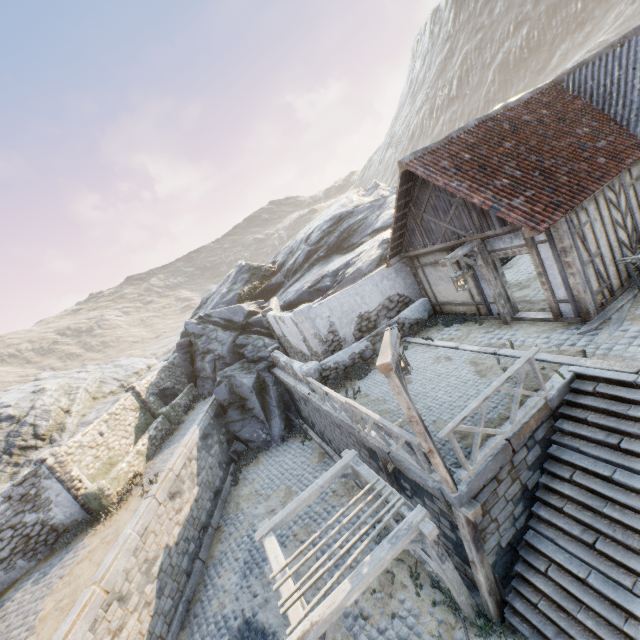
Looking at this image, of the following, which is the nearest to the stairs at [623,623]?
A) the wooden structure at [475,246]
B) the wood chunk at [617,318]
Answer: the wood chunk at [617,318]

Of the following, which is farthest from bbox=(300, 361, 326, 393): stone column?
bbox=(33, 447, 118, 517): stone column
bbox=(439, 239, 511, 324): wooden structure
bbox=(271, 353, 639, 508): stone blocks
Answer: bbox=(33, 447, 118, 517): stone column

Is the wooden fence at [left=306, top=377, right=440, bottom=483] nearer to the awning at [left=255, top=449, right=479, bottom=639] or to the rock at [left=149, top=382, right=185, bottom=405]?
the awning at [left=255, top=449, right=479, bottom=639]

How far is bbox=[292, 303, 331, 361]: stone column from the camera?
12.6 meters

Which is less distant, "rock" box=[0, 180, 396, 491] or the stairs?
the stairs

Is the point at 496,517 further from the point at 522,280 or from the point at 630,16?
the point at 630,16

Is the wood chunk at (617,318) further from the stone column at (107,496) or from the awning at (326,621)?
the stone column at (107,496)

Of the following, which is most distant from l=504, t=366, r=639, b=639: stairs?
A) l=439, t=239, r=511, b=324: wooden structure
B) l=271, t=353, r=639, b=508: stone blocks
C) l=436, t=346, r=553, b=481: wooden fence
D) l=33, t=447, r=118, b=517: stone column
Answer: l=33, t=447, r=118, b=517: stone column
